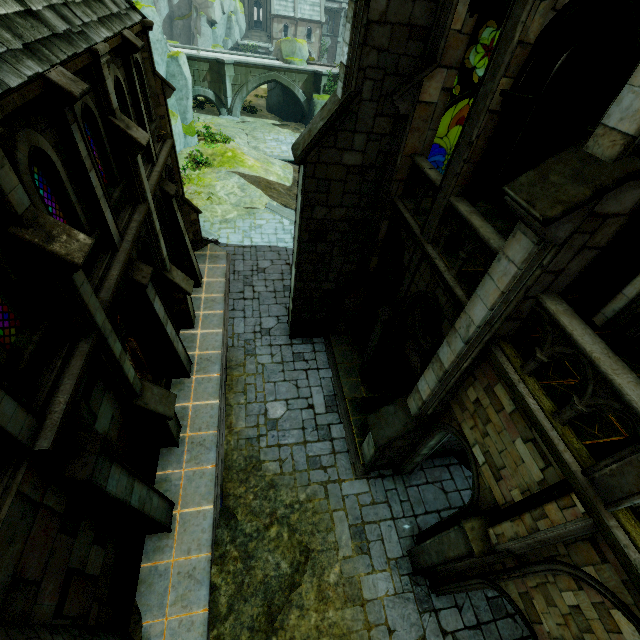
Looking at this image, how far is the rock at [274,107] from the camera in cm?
3278

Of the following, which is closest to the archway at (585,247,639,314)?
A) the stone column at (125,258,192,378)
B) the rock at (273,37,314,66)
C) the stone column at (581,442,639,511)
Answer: the stone column at (581,442,639,511)

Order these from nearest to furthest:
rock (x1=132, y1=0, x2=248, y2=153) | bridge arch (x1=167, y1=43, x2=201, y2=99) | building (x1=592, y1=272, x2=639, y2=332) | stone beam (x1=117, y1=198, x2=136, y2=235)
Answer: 1. building (x1=592, y1=272, x2=639, y2=332)
2. stone beam (x1=117, y1=198, x2=136, y2=235)
3. rock (x1=132, y1=0, x2=248, y2=153)
4. bridge arch (x1=167, y1=43, x2=201, y2=99)

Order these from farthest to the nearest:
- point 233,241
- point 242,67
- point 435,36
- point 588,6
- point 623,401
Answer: point 242,67
point 233,241
point 435,36
point 588,6
point 623,401

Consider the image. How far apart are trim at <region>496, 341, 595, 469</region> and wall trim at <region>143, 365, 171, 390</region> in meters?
9.5

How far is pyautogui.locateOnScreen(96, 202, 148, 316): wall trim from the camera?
6.8 meters

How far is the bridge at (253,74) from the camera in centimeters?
3033cm

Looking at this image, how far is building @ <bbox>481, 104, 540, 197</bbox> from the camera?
8.8 meters
